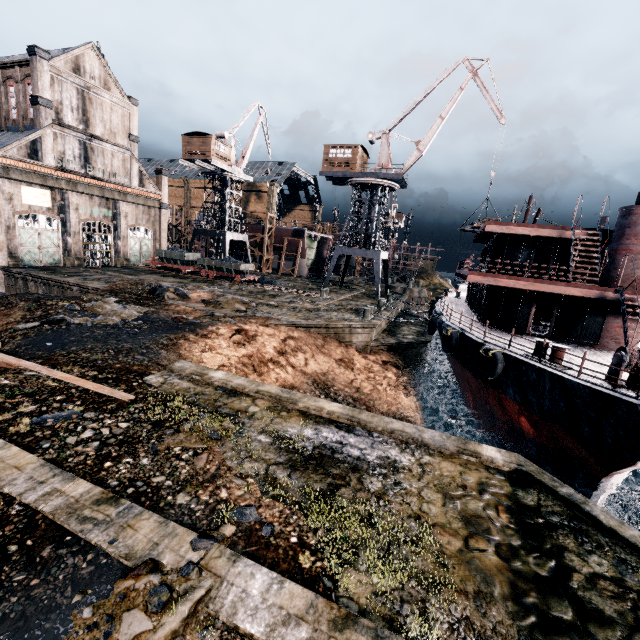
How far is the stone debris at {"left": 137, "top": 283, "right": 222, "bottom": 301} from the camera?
23.9m

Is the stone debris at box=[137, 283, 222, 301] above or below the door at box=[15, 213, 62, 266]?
below

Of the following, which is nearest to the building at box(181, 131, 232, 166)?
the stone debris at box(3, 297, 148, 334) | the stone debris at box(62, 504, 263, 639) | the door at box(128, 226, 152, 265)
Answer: the door at box(128, 226, 152, 265)

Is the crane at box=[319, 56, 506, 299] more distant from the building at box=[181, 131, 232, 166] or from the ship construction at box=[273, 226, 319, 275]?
the building at box=[181, 131, 232, 166]

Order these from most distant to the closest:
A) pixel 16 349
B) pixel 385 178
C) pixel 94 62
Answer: pixel 385 178
pixel 94 62
pixel 16 349

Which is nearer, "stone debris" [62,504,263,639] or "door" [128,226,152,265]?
"stone debris" [62,504,263,639]

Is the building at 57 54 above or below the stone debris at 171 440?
above

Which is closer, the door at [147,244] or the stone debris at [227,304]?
the stone debris at [227,304]
